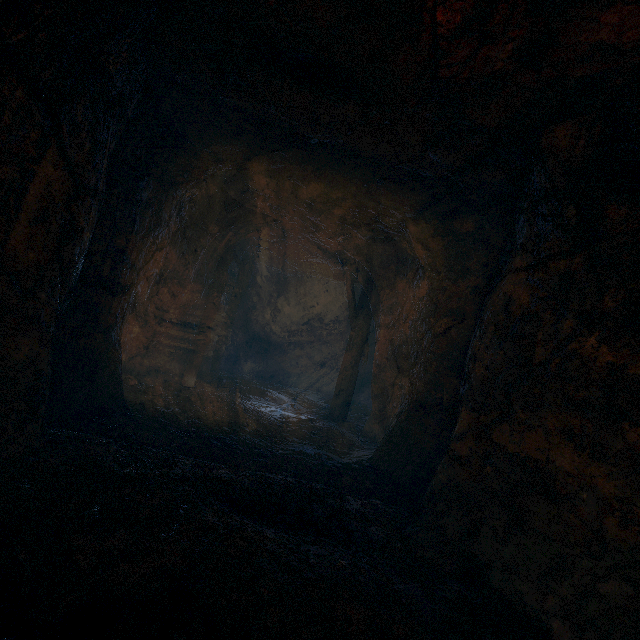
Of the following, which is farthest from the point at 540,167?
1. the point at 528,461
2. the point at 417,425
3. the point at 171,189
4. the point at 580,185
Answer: the point at 171,189
